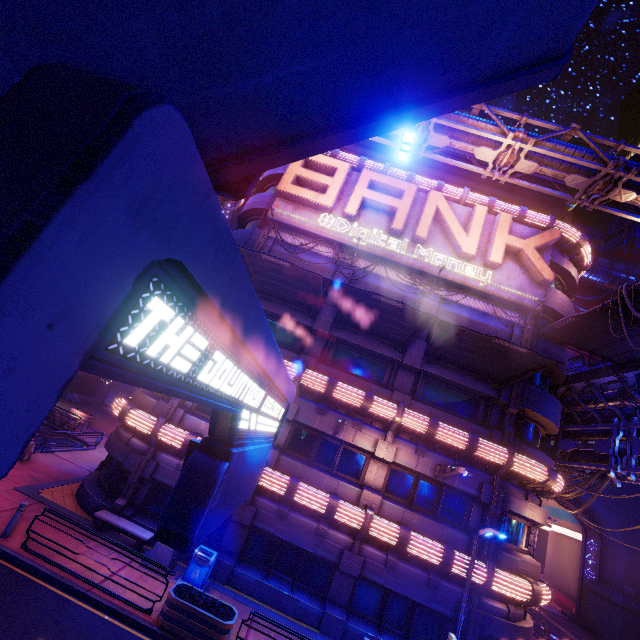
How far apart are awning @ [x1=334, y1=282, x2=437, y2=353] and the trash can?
10.9m

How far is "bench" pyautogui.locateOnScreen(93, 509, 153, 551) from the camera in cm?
1266

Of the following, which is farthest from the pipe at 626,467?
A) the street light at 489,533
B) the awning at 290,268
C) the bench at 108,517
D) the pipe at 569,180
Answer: the bench at 108,517

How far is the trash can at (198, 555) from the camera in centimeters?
1209cm

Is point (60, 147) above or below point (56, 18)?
below

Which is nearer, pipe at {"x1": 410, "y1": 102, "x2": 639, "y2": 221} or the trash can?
the trash can

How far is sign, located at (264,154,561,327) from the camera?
16.9 meters

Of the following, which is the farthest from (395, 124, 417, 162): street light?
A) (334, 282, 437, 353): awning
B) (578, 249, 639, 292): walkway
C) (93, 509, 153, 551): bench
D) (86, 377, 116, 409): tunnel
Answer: (578, 249, 639, 292): walkway
